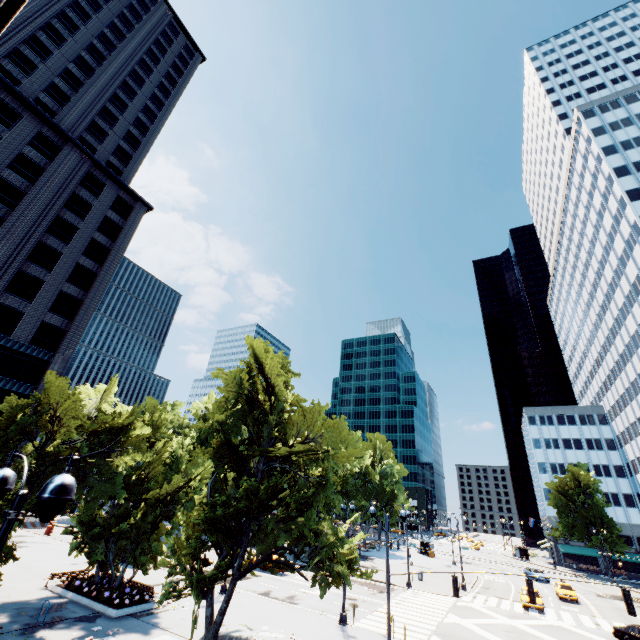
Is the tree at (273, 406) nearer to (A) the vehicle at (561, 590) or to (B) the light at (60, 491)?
(B) the light at (60, 491)

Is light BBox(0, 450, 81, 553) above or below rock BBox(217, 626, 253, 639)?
above

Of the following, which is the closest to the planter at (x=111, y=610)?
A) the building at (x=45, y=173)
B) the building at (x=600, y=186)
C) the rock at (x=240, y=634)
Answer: the rock at (x=240, y=634)

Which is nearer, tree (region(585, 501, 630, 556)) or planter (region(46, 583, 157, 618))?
planter (region(46, 583, 157, 618))

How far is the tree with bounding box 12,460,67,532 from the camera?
16.7 meters

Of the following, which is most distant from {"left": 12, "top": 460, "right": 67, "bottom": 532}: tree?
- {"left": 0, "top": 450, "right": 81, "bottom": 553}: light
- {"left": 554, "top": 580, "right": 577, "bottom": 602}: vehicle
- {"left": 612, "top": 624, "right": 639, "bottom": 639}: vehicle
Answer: {"left": 554, "top": 580, "right": 577, "bottom": 602}: vehicle

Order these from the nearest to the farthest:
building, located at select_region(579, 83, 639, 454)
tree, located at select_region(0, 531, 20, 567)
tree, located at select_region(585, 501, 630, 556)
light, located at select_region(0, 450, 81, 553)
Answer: light, located at select_region(0, 450, 81, 553), tree, located at select_region(0, 531, 20, 567), building, located at select_region(579, 83, 639, 454), tree, located at select_region(585, 501, 630, 556)

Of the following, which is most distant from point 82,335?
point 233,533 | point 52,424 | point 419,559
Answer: point 419,559
